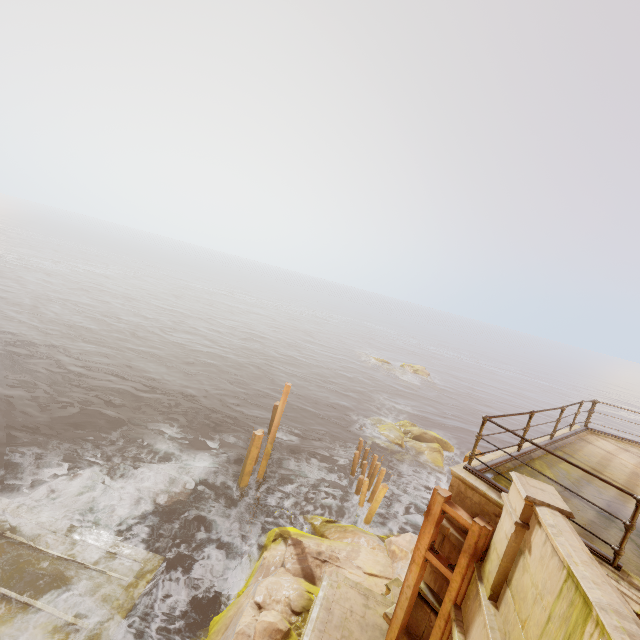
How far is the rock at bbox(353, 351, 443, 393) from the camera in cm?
4351

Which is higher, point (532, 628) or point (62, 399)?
point (532, 628)

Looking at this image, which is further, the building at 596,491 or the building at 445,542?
the building at 596,491

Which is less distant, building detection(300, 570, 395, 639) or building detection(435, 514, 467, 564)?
building detection(435, 514, 467, 564)

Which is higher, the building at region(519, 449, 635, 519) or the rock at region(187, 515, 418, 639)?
the building at region(519, 449, 635, 519)

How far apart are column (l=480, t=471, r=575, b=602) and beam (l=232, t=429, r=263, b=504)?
11.6m

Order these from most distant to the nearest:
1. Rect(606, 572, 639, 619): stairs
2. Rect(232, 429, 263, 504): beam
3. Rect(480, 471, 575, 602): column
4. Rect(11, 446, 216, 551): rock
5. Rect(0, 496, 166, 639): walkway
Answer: Rect(232, 429, 263, 504): beam, Rect(11, 446, 216, 551): rock, Rect(0, 496, 166, 639): walkway, Rect(480, 471, 575, 602): column, Rect(606, 572, 639, 619): stairs
